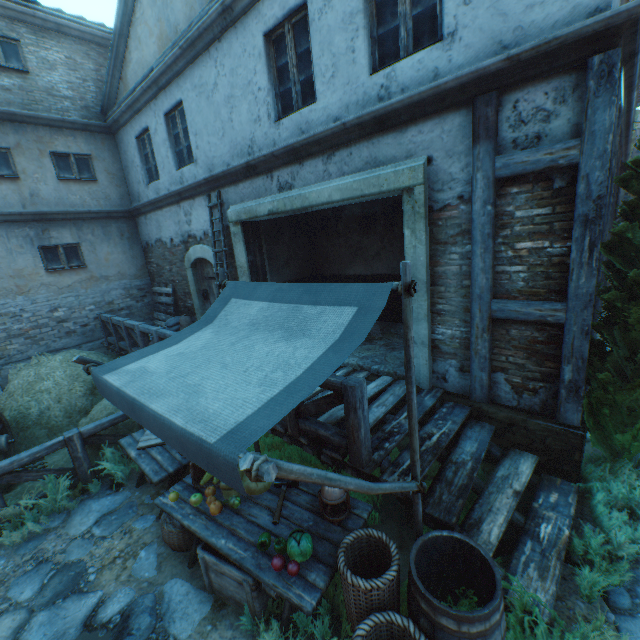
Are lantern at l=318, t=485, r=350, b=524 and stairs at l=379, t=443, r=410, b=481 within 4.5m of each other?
yes

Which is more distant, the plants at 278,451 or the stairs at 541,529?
the plants at 278,451

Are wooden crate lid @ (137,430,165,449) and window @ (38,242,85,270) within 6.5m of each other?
no

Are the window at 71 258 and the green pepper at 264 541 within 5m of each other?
no

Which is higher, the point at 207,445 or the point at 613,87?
the point at 613,87

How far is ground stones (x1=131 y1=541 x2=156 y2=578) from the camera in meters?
3.6 m

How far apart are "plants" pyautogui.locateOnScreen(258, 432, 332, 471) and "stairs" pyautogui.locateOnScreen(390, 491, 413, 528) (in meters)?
1.92

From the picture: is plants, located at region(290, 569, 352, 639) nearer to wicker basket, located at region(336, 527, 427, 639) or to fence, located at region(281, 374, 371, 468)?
wicker basket, located at region(336, 527, 427, 639)
